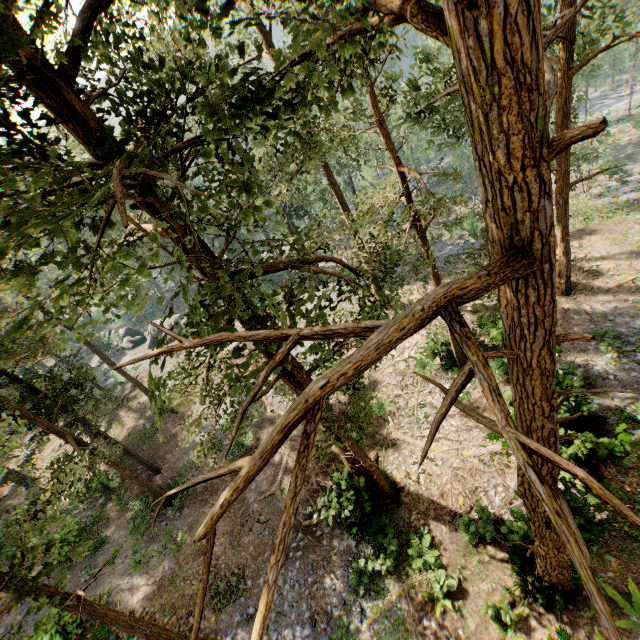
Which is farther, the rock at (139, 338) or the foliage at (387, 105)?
the rock at (139, 338)

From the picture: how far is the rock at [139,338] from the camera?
45.29m

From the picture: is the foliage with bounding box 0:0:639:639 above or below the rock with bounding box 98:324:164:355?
above

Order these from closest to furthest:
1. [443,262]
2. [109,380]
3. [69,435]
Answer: [69,435], [443,262], [109,380]

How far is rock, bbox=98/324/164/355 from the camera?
45.3m

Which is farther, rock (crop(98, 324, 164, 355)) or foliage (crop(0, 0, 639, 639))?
rock (crop(98, 324, 164, 355))
